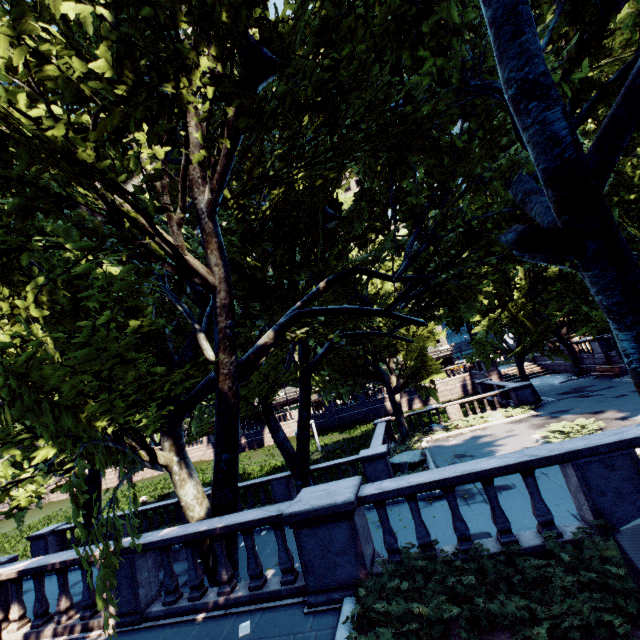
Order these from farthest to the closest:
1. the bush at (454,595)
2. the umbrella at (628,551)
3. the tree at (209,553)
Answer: the tree at (209,553), the bush at (454,595), the umbrella at (628,551)

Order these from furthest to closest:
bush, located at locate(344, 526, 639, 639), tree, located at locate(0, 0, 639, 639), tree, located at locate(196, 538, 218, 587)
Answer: tree, located at locate(196, 538, 218, 587)
tree, located at locate(0, 0, 639, 639)
bush, located at locate(344, 526, 639, 639)

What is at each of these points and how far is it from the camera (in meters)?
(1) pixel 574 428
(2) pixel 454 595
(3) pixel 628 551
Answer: (1) bush, 14.92
(2) bush, 4.80
(3) umbrella, 1.84

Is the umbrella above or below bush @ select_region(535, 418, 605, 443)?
above

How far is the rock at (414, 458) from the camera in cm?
1661

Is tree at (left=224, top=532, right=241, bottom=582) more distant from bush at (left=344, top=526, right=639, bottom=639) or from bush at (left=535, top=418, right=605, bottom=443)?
bush at (left=535, top=418, right=605, bottom=443)

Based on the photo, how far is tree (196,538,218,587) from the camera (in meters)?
7.85

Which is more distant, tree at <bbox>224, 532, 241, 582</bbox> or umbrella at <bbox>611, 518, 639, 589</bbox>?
tree at <bbox>224, 532, 241, 582</bbox>
